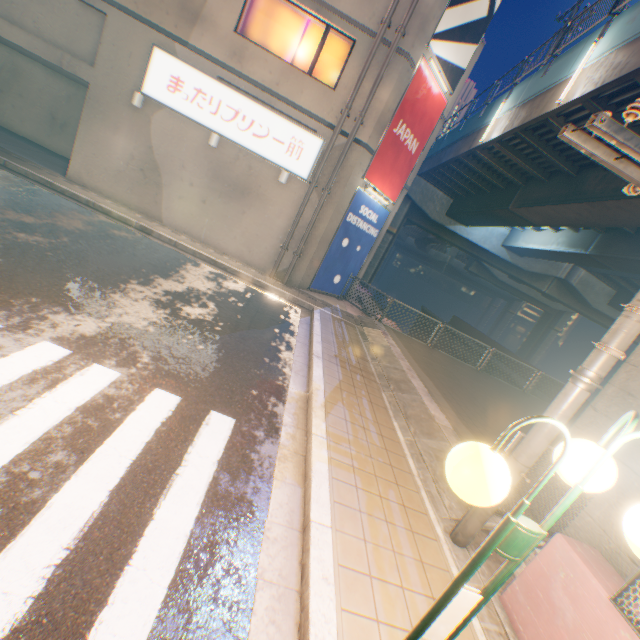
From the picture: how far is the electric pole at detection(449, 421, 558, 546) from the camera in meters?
3.3 m

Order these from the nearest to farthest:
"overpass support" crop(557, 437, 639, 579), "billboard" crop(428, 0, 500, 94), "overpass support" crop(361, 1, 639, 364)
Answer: "overpass support" crop(557, 437, 639, 579), "overpass support" crop(361, 1, 639, 364), "billboard" crop(428, 0, 500, 94)

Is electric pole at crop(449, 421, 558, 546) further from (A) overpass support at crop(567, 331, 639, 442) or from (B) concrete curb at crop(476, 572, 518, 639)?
(A) overpass support at crop(567, 331, 639, 442)

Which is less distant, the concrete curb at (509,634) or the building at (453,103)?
the concrete curb at (509,634)

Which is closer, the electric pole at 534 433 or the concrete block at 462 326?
the electric pole at 534 433

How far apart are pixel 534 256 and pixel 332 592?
28.0m

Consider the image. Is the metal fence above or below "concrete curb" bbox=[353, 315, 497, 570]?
above

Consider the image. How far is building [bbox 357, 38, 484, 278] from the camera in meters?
12.9 m
